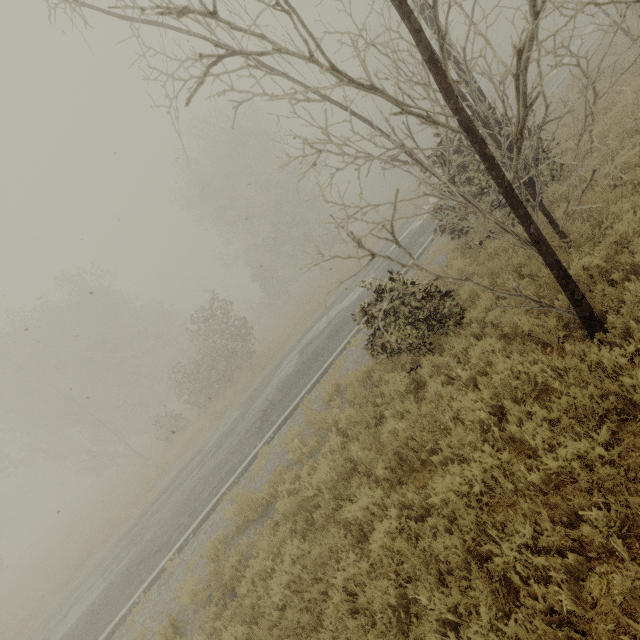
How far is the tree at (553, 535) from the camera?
2.89m

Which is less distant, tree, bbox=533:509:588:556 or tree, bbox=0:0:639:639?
tree, bbox=533:509:588:556

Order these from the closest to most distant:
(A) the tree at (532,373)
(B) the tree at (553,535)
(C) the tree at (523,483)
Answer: (B) the tree at (553,535) < (C) the tree at (523,483) < (A) the tree at (532,373)

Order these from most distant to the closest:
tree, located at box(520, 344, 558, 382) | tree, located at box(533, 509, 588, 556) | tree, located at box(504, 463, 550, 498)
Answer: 1. tree, located at box(520, 344, 558, 382)
2. tree, located at box(504, 463, 550, 498)
3. tree, located at box(533, 509, 588, 556)

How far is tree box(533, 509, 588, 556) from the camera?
2.89m

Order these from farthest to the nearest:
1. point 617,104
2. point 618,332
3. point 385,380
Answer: point 617,104 < point 385,380 < point 618,332
